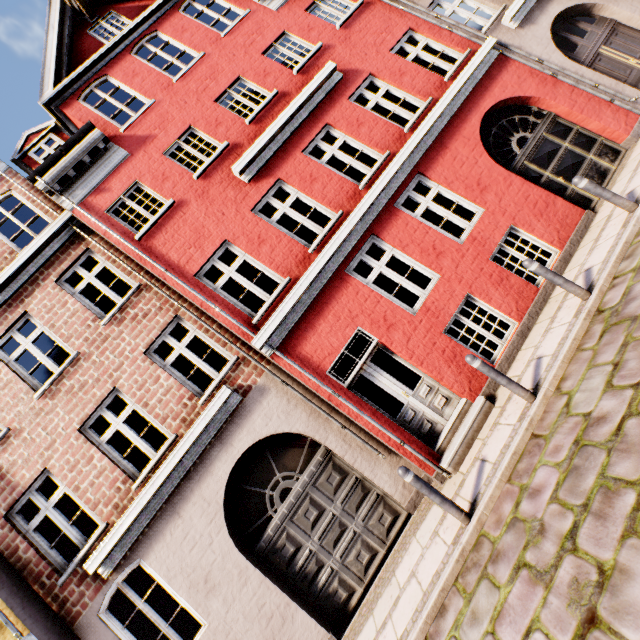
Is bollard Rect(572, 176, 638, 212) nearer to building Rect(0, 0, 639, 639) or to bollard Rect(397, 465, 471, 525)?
building Rect(0, 0, 639, 639)

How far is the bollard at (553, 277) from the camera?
5.2 meters

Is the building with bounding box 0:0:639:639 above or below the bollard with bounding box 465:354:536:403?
above

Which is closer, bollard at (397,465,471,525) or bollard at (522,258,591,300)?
bollard at (397,465,471,525)

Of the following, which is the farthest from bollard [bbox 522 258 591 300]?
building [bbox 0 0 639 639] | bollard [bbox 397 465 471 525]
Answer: bollard [bbox 397 465 471 525]

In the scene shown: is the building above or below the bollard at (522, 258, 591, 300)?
above

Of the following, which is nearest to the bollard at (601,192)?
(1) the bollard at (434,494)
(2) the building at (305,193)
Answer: (2) the building at (305,193)

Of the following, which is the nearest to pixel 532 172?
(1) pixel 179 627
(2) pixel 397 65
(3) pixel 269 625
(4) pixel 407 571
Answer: (2) pixel 397 65
